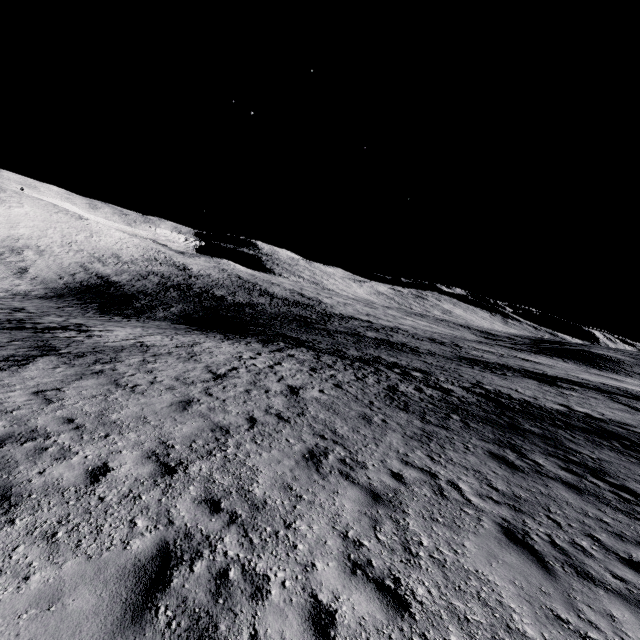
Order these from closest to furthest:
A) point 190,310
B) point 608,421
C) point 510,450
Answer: point 510,450 < point 608,421 < point 190,310
